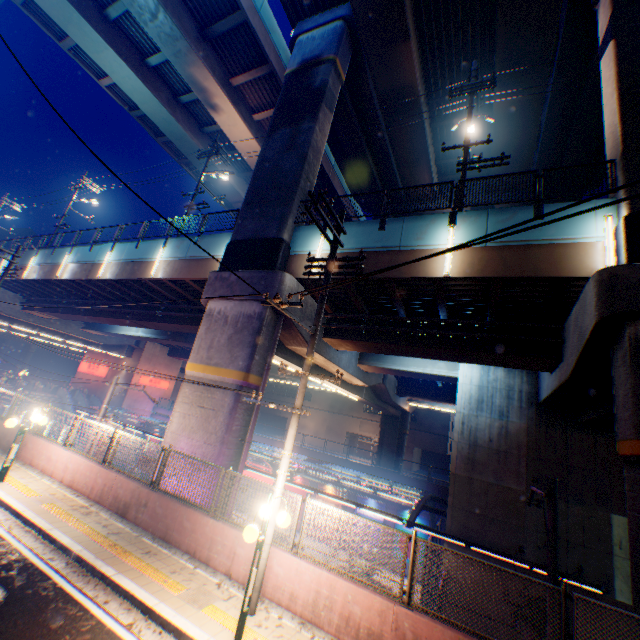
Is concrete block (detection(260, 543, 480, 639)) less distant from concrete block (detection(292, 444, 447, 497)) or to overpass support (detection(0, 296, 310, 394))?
overpass support (detection(0, 296, 310, 394))

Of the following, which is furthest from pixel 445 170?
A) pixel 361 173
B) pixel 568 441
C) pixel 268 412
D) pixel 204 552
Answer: pixel 268 412

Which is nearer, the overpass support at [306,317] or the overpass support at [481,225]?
the overpass support at [481,225]

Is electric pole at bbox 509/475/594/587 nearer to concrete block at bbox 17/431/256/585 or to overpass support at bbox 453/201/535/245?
overpass support at bbox 453/201/535/245

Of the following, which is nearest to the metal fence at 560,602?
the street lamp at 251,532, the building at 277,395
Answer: the street lamp at 251,532

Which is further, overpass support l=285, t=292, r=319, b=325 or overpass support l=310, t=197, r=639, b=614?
overpass support l=285, t=292, r=319, b=325

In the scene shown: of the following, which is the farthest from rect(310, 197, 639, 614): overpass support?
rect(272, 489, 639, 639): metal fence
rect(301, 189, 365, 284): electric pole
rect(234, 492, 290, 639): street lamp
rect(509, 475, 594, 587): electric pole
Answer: rect(234, 492, 290, 639): street lamp

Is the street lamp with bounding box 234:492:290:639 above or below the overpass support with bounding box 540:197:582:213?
below
